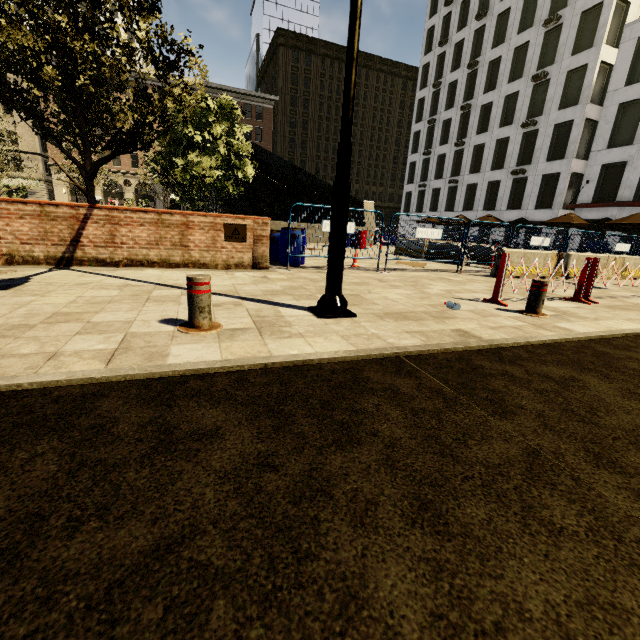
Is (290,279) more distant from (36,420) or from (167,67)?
(36,420)

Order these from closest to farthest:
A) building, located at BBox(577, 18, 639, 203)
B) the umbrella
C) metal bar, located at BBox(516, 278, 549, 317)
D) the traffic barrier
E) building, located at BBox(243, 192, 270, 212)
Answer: metal bar, located at BBox(516, 278, 549, 317), the traffic barrier, the umbrella, building, located at BBox(577, 18, 639, 203), building, located at BBox(243, 192, 270, 212)

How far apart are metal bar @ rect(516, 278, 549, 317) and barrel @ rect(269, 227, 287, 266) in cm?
546

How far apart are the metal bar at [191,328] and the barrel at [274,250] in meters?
5.4 m

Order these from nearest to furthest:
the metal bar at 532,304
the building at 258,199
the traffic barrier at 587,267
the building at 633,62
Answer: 1. the metal bar at 532,304
2. the traffic barrier at 587,267
3. the building at 633,62
4. the building at 258,199

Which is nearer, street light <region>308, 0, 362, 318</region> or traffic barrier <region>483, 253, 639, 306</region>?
street light <region>308, 0, 362, 318</region>

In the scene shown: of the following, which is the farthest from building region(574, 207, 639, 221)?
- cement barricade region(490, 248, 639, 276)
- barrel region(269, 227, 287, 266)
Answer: barrel region(269, 227, 287, 266)

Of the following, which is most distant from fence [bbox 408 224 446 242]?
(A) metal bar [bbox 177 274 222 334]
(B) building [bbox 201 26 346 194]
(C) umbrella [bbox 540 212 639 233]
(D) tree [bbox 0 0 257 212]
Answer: (B) building [bbox 201 26 346 194]
